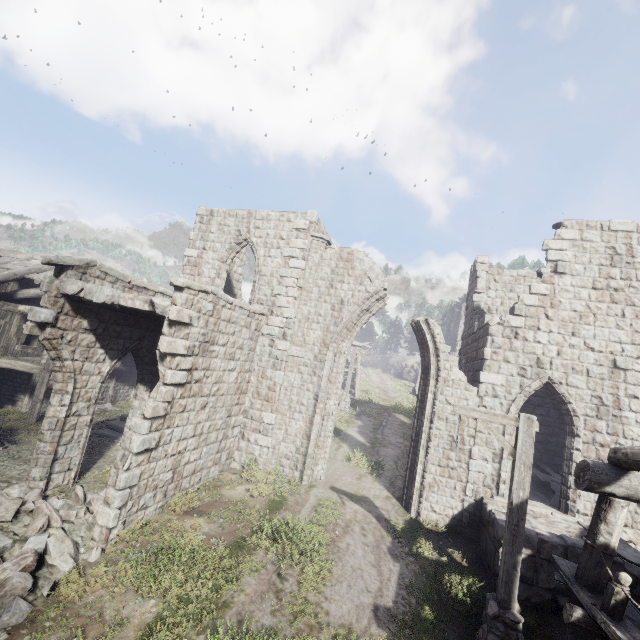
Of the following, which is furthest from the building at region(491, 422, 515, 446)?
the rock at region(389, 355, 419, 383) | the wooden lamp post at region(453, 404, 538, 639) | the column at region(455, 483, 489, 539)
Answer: the rock at region(389, 355, 419, 383)

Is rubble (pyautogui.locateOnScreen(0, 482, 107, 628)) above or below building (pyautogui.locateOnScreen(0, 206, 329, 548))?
below

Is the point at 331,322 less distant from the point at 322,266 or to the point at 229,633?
the point at 322,266

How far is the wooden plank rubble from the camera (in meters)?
11.24

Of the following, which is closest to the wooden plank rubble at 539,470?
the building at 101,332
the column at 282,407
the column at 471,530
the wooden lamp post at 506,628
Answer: the building at 101,332

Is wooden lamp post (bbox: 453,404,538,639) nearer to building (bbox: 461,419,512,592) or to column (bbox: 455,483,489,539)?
building (bbox: 461,419,512,592)

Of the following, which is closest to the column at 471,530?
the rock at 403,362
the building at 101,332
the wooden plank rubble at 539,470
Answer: the building at 101,332
